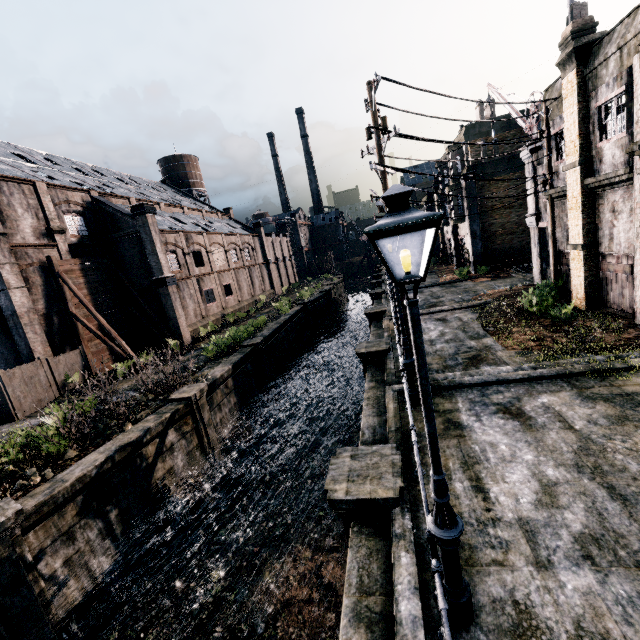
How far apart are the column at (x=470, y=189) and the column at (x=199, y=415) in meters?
27.6

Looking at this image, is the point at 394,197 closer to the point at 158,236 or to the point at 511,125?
the point at 158,236

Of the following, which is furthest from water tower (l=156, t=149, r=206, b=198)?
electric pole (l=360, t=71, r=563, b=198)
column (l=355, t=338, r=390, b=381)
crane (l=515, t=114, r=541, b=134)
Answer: electric pole (l=360, t=71, r=563, b=198)

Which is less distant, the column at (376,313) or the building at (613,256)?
the building at (613,256)

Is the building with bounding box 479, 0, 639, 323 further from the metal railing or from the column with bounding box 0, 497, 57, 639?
the column with bounding box 0, 497, 57, 639

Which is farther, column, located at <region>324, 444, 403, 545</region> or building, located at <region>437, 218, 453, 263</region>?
building, located at <region>437, 218, 453, 263</region>

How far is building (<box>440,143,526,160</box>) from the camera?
30.2m

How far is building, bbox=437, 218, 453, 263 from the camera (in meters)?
40.72
